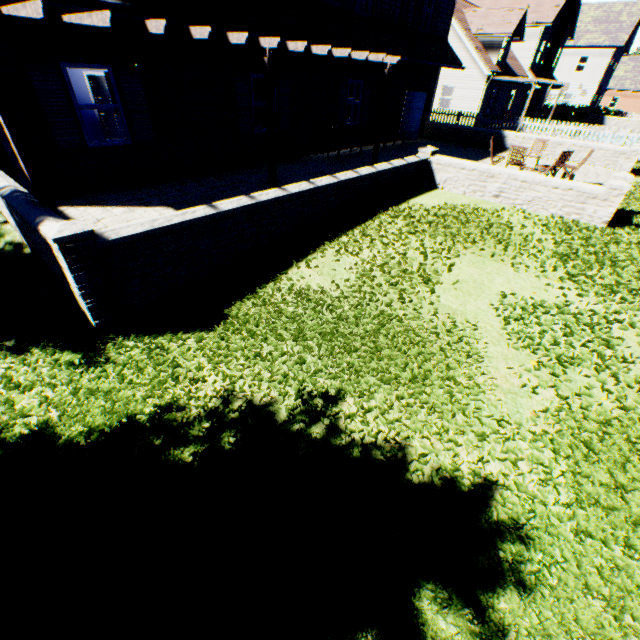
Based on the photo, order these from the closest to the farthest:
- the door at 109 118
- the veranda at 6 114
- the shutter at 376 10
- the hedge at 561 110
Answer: the veranda at 6 114 < the shutter at 376 10 < the door at 109 118 < the hedge at 561 110

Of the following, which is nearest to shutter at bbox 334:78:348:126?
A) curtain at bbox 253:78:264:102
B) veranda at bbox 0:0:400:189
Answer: veranda at bbox 0:0:400:189

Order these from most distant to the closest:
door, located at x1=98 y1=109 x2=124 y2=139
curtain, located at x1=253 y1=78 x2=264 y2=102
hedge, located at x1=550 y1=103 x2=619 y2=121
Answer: hedge, located at x1=550 y1=103 x2=619 y2=121, door, located at x1=98 y1=109 x2=124 y2=139, curtain, located at x1=253 y1=78 x2=264 y2=102

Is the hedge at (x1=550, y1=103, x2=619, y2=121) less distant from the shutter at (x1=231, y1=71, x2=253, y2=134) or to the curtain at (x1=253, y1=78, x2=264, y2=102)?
the curtain at (x1=253, y1=78, x2=264, y2=102)

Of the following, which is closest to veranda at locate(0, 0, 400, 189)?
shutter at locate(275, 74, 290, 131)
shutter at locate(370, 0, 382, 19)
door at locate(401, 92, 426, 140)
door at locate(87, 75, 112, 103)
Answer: shutter at locate(275, 74, 290, 131)

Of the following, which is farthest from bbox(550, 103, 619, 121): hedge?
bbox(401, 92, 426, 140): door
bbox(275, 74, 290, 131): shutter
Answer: bbox(275, 74, 290, 131): shutter

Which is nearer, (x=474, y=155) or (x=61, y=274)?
(x=61, y=274)

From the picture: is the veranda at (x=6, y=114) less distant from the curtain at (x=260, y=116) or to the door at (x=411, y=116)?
the curtain at (x=260, y=116)
